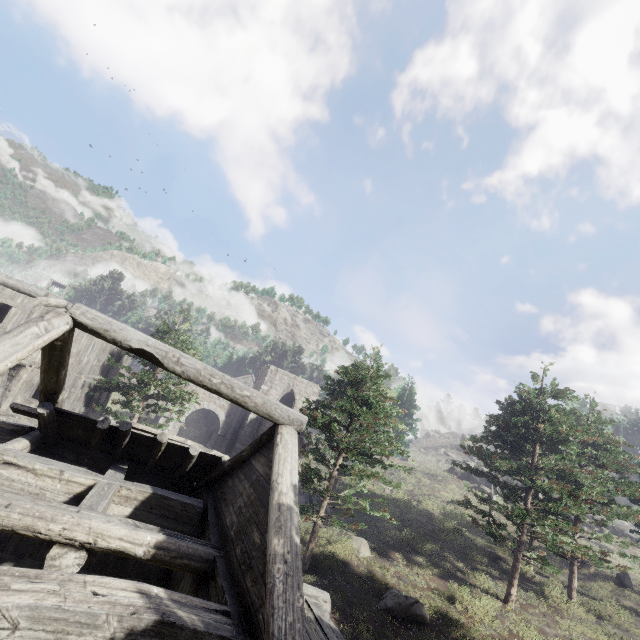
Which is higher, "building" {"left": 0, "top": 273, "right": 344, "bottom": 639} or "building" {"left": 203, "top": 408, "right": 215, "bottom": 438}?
"building" {"left": 203, "top": 408, "right": 215, "bottom": 438}

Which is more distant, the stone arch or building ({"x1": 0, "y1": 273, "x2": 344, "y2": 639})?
the stone arch

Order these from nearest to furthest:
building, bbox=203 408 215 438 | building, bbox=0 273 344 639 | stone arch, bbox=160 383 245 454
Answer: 1. building, bbox=0 273 344 639
2. stone arch, bbox=160 383 245 454
3. building, bbox=203 408 215 438

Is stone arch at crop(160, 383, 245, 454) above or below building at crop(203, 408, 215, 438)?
below

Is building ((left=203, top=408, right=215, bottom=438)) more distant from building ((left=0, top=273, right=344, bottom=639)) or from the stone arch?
building ((left=0, top=273, right=344, bottom=639))

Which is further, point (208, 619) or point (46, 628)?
point (208, 619)

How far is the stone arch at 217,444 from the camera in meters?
30.7 m

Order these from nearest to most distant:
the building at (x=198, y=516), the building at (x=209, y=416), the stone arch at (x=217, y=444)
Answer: the building at (x=198, y=516) → the stone arch at (x=217, y=444) → the building at (x=209, y=416)
